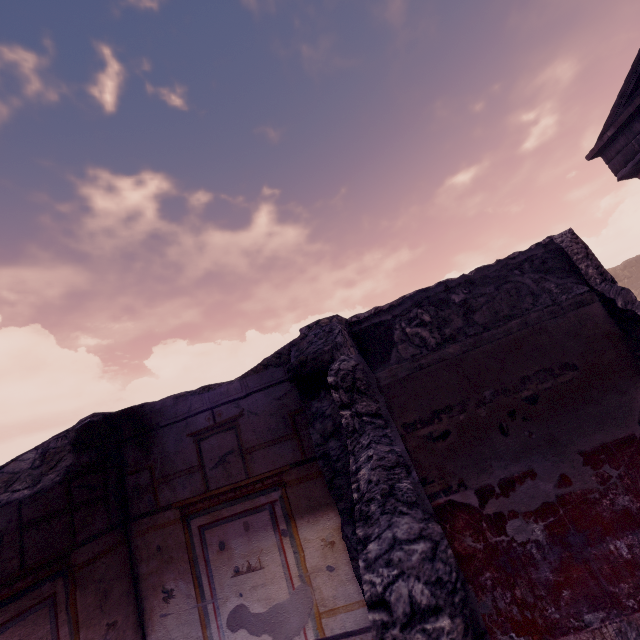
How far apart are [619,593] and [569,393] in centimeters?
133cm

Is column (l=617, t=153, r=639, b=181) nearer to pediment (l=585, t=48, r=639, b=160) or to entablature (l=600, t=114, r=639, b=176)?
entablature (l=600, t=114, r=639, b=176)

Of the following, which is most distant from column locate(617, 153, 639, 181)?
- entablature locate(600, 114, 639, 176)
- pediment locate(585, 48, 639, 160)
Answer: pediment locate(585, 48, 639, 160)

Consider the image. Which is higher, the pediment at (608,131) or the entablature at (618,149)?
the pediment at (608,131)

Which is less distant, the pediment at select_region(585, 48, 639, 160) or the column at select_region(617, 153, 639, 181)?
the pediment at select_region(585, 48, 639, 160)

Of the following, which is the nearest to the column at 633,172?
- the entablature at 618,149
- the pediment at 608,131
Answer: the entablature at 618,149

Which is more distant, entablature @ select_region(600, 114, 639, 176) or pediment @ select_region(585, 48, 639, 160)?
entablature @ select_region(600, 114, 639, 176)

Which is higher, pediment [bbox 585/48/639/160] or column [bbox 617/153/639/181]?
pediment [bbox 585/48/639/160]
